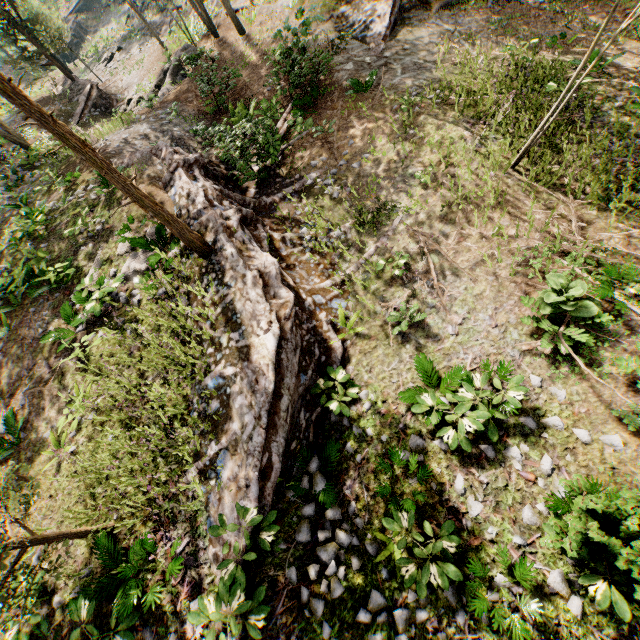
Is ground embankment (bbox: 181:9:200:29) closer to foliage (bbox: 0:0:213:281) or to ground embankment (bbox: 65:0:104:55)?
foliage (bbox: 0:0:213:281)

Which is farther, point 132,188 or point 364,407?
point 364,407

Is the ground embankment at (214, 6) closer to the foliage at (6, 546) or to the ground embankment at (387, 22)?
the foliage at (6, 546)

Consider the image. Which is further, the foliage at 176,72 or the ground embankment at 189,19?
the ground embankment at 189,19

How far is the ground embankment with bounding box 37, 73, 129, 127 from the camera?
20.23m

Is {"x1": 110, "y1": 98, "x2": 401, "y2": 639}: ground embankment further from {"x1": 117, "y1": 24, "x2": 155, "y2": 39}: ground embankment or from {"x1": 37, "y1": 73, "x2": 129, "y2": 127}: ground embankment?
{"x1": 117, "y1": 24, "x2": 155, "y2": 39}: ground embankment

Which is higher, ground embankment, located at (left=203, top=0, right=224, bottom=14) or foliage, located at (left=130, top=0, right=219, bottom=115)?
foliage, located at (left=130, top=0, right=219, bottom=115)

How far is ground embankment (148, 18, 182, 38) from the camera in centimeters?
2277cm
